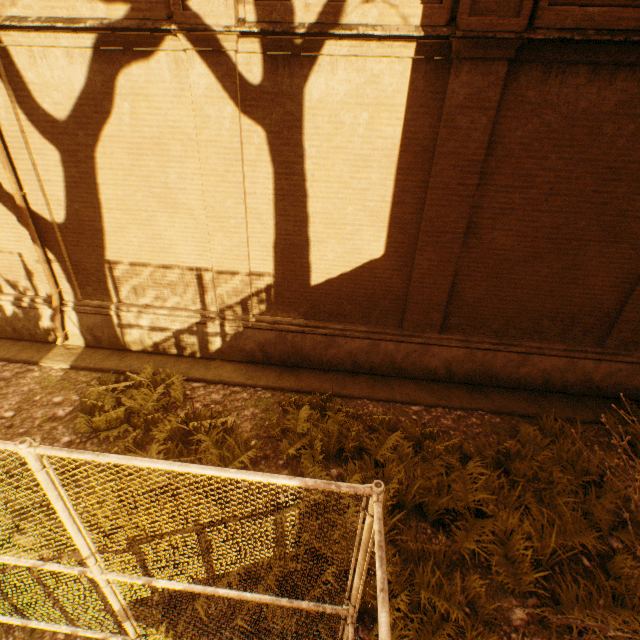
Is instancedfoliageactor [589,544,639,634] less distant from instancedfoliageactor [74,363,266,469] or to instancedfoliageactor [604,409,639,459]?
instancedfoliageactor [74,363,266,469]

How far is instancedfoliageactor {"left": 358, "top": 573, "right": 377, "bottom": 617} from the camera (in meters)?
3.49

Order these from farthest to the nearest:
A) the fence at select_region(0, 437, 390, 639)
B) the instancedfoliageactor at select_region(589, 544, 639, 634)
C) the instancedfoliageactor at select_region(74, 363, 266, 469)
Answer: the instancedfoliageactor at select_region(74, 363, 266, 469)
the instancedfoliageactor at select_region(589, 544, 639, 634)
the fence at select_region(0, 437, 390, 639)

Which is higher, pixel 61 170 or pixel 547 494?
pixel 61 170

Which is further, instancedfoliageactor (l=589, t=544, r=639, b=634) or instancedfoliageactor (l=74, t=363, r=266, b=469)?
instancedfoliageactor (l=74, t=363, r=266, b=469)

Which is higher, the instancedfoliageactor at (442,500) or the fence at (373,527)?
the fence at (373,527)

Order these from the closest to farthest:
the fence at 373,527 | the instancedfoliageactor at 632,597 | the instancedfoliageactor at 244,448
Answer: the fence at 373,527 < the instancedfoliageactor at 632,597 < the instancedfoliageactor at 244,448
